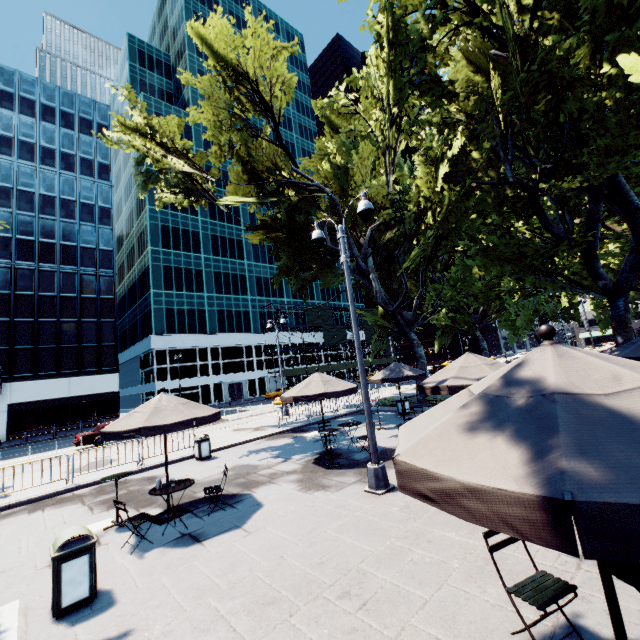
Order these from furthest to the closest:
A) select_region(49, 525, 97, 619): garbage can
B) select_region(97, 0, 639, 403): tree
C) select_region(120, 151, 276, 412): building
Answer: select_region(120, 151, 276, 412): building, select_region(97, 0, 639, 403): tree, select_region(49, 525, 97, 619): garbage can

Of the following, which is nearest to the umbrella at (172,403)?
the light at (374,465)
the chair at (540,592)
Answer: the light at (374,465)

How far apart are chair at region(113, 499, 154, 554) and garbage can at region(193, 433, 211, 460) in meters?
6.7

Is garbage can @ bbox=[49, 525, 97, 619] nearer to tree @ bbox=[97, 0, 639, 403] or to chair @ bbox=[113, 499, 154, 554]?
chair @ bbox=[113, 499, 154, 554]

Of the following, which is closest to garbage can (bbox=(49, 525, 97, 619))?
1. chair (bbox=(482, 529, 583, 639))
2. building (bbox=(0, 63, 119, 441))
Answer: chair (bbox=(482, 529, 583, 639))

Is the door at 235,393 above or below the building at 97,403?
below

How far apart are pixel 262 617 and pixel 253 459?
8.72m

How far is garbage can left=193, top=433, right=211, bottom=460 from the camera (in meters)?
13.48
